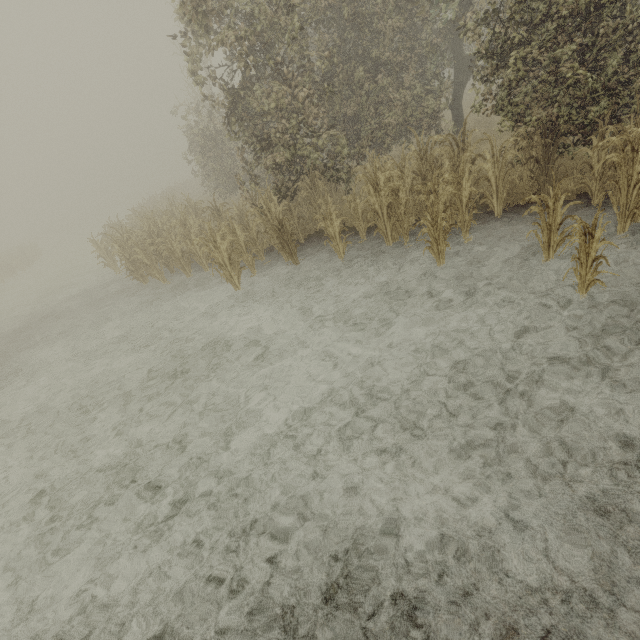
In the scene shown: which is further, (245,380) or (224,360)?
(224,360)
